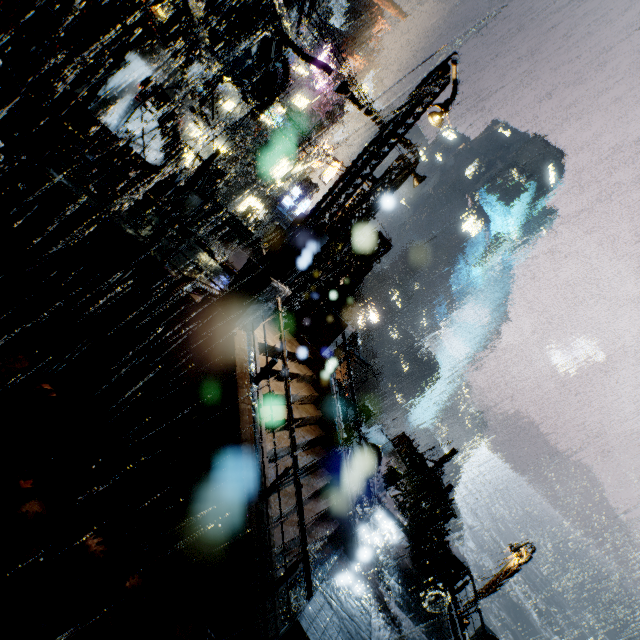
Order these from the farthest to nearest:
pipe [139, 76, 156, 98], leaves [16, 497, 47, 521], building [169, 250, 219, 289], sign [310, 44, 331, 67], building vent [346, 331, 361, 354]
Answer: sign [310, 44, 331, 67] < building vent [346, 331, 361, 354] < pipe [139, 76, 156, 98] < building [169, 250, 219, 289] < leaves [16, 497, 47, 521]

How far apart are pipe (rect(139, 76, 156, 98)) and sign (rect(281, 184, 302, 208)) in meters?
27.5

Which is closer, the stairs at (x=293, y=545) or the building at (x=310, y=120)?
the stairs at (x=293, y=545)

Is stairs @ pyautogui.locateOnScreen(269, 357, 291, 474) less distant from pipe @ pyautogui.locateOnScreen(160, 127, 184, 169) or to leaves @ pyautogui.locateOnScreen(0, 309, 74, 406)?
leaves @ pyautogui.locateOnScreen(0, 309, 74, 406)

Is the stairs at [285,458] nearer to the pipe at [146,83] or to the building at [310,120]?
the building at [310,120]

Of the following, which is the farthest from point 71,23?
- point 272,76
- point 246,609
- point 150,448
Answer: point 246,609

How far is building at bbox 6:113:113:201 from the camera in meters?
8.2 m

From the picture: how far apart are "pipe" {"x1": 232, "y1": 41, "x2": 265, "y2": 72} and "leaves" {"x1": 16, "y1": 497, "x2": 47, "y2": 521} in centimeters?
1778cm
